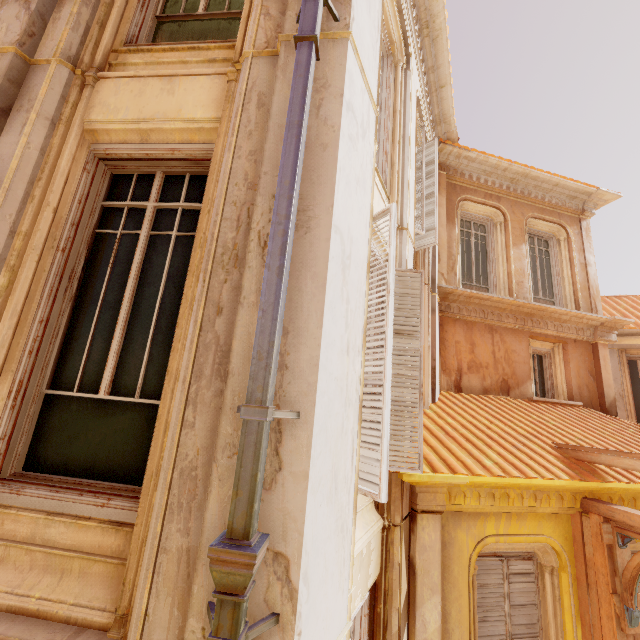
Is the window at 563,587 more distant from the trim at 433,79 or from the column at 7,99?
the trim at 433,79

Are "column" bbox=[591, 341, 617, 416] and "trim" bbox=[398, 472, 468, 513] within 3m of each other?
no

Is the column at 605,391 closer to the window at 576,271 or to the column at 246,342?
the window at 576,271

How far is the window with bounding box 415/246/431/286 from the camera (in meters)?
6.66

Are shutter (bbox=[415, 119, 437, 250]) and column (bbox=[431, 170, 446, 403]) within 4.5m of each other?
yes

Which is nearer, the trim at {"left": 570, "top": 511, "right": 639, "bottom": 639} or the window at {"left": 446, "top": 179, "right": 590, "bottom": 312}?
the trim at {"left": 570, "top": 511, "right": 639, "bottom": 639}

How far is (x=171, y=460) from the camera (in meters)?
1.75

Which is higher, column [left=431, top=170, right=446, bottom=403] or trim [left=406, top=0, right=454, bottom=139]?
trim [left=406, top=0, right=454, bottom=139]
